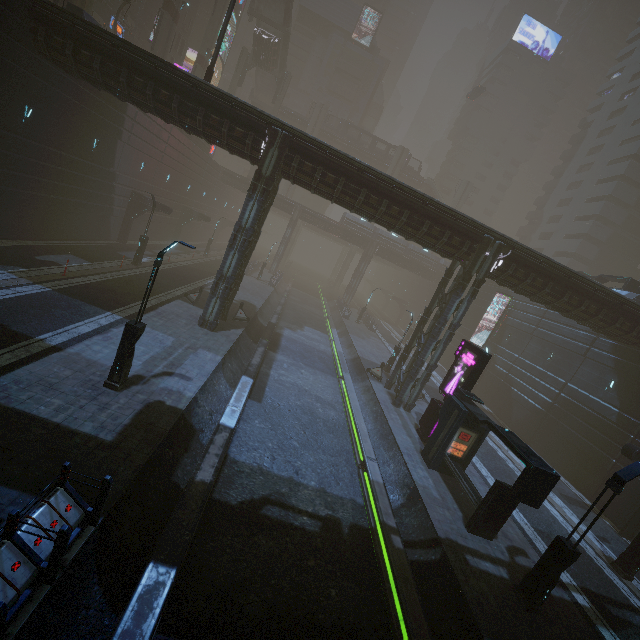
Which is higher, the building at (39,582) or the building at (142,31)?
the building at (142,31)

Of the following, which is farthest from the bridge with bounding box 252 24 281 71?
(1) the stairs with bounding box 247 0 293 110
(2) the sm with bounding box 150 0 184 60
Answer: (2) the sm with bounding box 150 0 184 60

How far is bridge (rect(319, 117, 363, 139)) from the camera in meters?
59.5

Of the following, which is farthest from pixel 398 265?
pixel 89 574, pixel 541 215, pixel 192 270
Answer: pixel 89 574

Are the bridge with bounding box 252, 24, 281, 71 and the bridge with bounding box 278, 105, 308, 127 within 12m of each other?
yes

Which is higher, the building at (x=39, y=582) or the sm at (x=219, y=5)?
the sm at (x=219, y=5)

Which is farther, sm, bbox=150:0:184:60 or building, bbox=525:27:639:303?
building, bbox=525:27:639:303

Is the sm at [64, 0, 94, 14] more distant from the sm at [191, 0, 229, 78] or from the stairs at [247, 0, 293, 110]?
the sm at [191, 0, 229, 78]
